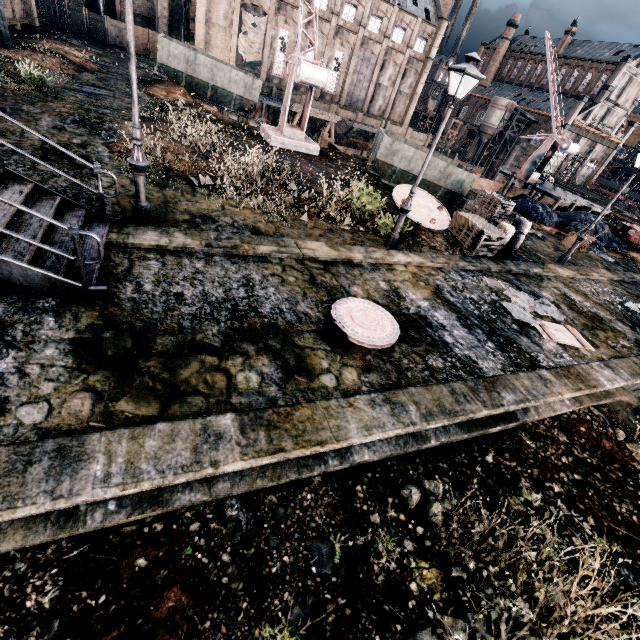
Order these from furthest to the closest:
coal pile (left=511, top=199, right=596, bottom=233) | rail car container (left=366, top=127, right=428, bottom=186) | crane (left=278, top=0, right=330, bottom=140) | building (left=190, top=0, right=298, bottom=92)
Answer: building (left=190, top=0, right=298, bottom=92) → coal pile (left=511, top=199, right=596, bottom=233) → rail car container (left=366, top=127, right=428, bottom=186) → crane (left=278, top=0, right=330, bottom=140)

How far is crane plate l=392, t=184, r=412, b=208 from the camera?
15.2 meters

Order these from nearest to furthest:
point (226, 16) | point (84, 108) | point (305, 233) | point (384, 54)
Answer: point (305, 233)
point (84, 108)
point (226, 16)
point (384, 54)

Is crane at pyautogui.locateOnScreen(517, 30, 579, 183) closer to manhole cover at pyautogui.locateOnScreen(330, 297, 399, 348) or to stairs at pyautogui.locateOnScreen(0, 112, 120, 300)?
manhole cover at pyautogui.locateOnScreen(330, 297, 399, 348)

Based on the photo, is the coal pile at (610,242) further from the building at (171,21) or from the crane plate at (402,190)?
the building at (171,21)

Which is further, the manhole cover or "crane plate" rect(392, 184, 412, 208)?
"crane plate" rect(392, 184, 412, 208)

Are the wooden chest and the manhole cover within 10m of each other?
yes

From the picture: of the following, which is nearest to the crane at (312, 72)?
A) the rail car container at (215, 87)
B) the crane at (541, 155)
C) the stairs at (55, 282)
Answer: Answer: the rail car container at (215, 87)
